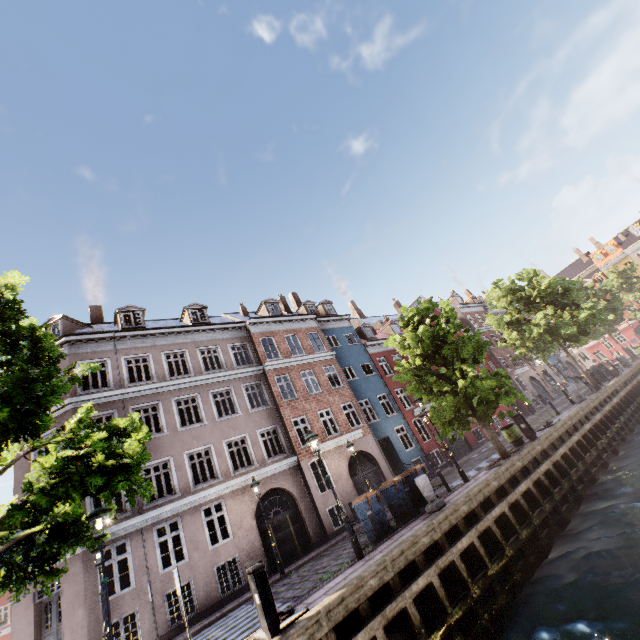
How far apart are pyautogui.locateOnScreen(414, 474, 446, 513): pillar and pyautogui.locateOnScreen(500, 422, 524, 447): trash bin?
7.0 meters

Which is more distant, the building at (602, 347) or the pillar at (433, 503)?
the building at (602, 347)

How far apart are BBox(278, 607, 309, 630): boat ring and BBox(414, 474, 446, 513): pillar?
5.25m

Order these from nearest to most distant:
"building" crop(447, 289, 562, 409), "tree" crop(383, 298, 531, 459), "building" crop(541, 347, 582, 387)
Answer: "tree" crop(383, 298, 531, 459), "building" crop(447, 289, 562, 409), "building" crop(541, 347, 582, 387)

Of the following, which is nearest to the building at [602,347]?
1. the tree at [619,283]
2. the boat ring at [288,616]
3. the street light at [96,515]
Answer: the street light at [96,515]

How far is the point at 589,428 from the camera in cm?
1636

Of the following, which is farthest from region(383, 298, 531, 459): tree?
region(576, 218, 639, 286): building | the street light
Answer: region(576, 218, 639, 286): building

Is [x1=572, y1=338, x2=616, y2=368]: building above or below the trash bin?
above
